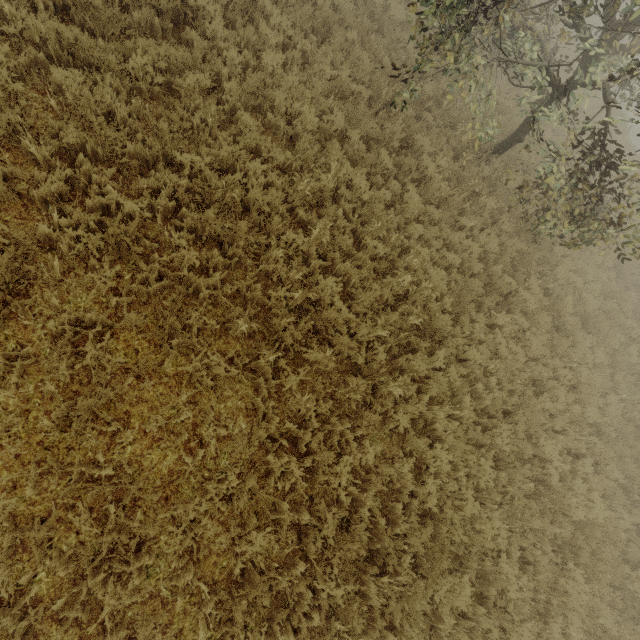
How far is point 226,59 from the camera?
6.4m
